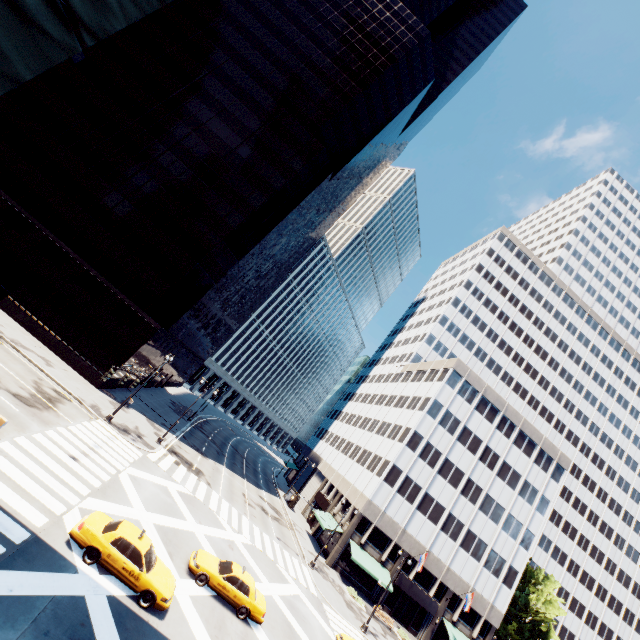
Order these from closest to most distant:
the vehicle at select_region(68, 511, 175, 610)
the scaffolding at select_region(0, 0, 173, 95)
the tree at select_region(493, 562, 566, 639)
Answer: the scaffolding at select_region(0, 0, 173, 95) < the vehicle at select_region(68, 511, 175, 610) < the tree at select_region(493, 562, 566, 639)

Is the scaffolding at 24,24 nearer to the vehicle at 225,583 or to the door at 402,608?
the vehicle at 225,583

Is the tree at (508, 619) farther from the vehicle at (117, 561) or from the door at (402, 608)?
the vehicle at (117, 561)

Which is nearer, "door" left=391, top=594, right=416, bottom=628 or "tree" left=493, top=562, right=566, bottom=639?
"door" left=391, top=594, right=416, bottom=628

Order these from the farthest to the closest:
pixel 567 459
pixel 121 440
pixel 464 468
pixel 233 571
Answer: pixel 567 459 < pixel 464 468 < pixel 121 440 < pixel 233 571

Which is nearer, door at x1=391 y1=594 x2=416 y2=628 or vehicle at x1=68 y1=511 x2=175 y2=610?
vehicle at x1=68 y1=511 x2=175 y2=610

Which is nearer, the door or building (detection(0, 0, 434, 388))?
building (detection(0, 0, 434, 388))

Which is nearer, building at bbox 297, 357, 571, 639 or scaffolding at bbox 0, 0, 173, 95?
scaffolding at bbox 0, 0, 173, 95
